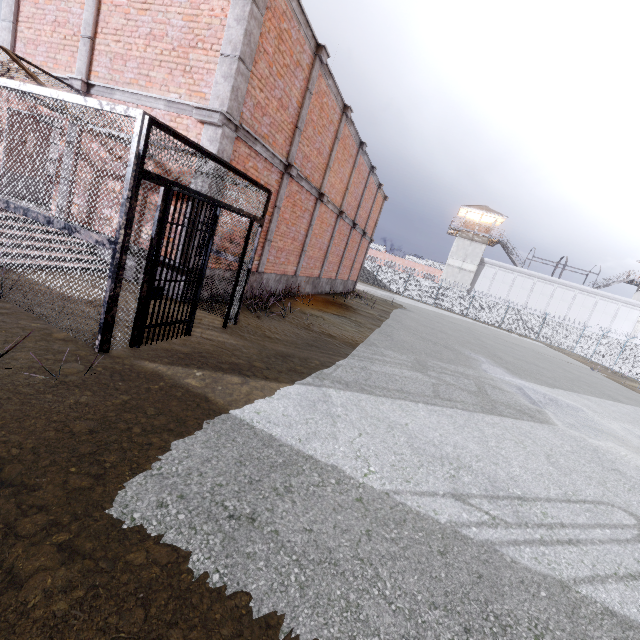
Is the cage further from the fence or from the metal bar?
the fence

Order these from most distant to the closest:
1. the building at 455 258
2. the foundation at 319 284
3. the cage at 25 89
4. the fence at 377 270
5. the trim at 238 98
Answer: the building at 455 258
the fence at 377 270
the foundation at 319 284
the trim at 238 98
the cage at 25 89

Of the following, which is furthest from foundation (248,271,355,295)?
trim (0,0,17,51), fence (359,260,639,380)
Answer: fence (359,260,639,380)

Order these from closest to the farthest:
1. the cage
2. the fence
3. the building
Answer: the cage → the fence → the building

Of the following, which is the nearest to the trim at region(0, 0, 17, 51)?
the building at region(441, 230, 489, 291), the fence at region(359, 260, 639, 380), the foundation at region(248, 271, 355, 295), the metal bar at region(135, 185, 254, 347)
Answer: the foundation at region(248, 271, 355, 295)

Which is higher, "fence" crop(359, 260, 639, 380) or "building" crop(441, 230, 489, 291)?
"building" crop(441, 230, 489, 291)

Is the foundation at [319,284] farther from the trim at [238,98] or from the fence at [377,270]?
the fence at [377,270]

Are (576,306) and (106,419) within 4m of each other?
no
